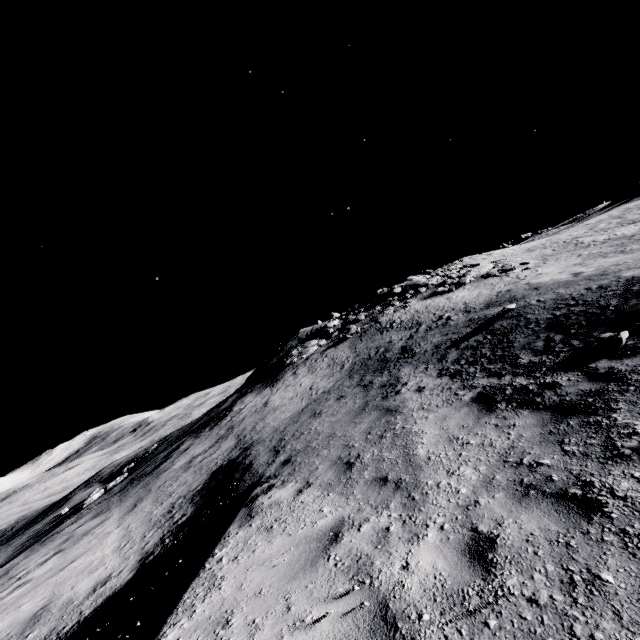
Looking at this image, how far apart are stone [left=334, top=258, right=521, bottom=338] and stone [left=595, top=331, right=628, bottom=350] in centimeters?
1684cm

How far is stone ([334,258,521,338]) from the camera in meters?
21.1 m

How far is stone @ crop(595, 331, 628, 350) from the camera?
6.1m

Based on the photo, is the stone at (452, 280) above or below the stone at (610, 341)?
above

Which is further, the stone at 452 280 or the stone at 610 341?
the stone at 452 280

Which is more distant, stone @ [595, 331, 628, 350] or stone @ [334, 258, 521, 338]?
stone @ [334, 258, 521, 338]

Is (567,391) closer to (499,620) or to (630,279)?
(499,620)

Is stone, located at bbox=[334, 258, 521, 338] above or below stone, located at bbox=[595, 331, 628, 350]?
above
